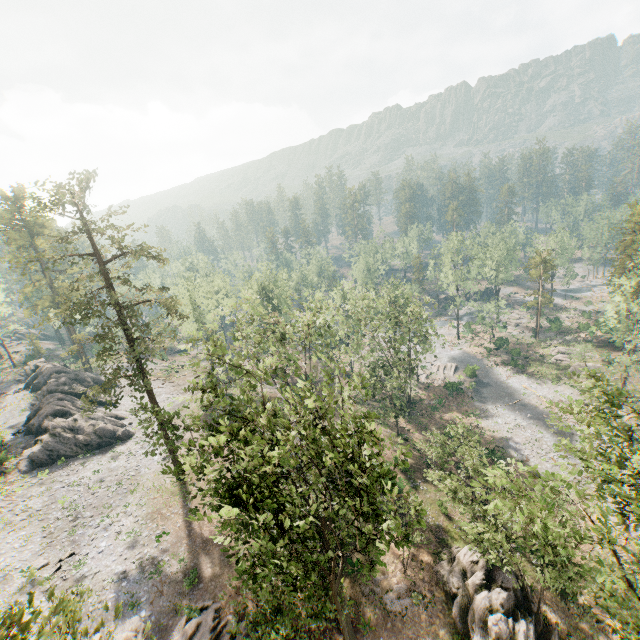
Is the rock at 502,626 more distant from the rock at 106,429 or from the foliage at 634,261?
the rock at 106,429

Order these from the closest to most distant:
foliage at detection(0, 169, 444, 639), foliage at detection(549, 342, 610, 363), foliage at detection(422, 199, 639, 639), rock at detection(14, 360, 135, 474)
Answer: foliage at detection(0, 169, 444, 639)
foliage at detection(422, 199, 639, 639)
rock at detection(14, 360, 135, 474)
foliage at detection(549, 342, 610, 363)

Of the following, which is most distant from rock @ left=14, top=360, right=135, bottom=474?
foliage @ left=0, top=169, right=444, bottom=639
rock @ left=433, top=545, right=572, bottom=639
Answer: rock @ left=433, top=545, right=572, bottom=639

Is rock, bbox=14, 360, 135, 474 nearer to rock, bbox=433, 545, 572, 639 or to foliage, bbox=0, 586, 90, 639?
foliage, bbox=0, 586, 90, 639

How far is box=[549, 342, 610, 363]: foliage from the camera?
49.1m

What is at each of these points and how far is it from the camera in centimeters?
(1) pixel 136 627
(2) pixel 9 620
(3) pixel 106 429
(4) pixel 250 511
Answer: (1) foliage, 2155cm
(2) foliage, 527cm
(3) rock, 4012cm
(4) foliage, 1416cm

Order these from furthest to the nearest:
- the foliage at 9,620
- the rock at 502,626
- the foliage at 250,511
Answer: the rock at 502,626 < the foliage at 250,511 < the foliage at 9,620
